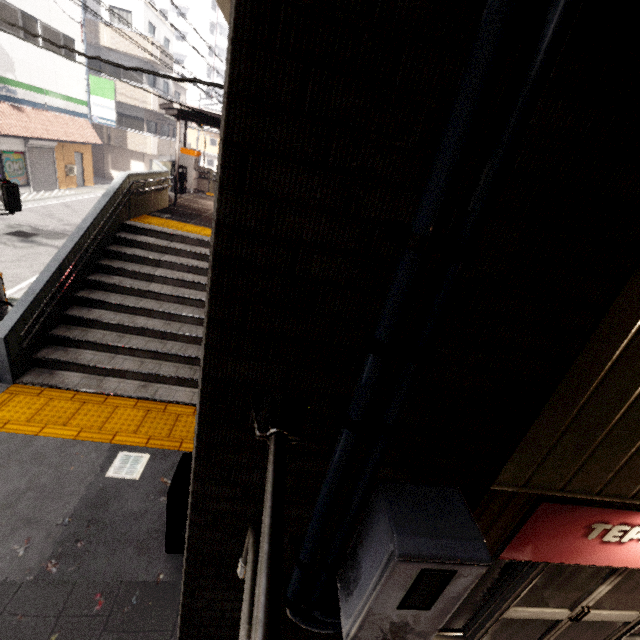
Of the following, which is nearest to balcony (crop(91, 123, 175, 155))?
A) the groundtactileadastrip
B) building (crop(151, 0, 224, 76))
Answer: the groundtactileadastrip

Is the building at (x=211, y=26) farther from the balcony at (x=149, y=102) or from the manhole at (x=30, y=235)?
the manhole at (x=30, y=235)

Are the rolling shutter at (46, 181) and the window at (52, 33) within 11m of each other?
yes

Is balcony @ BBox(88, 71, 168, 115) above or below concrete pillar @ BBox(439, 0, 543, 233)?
above

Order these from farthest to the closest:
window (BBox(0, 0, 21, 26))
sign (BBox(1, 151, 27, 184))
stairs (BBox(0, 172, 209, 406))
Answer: sign (BBox(1, 151, 27, 184)), window (BBox(0, 0, 21, 26)), stairs (BBox(0, 172, 209, 406))

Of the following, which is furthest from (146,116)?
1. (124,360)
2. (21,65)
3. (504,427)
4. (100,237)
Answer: (504,427)

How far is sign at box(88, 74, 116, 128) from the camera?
20.1 meters

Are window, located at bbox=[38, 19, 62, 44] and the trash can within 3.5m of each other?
no
